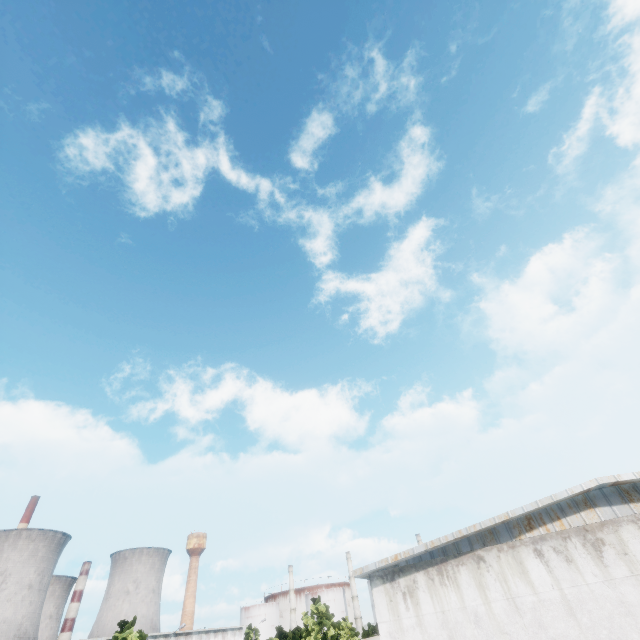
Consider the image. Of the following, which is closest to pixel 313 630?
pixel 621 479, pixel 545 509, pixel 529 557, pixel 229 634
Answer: pixel 229 634
